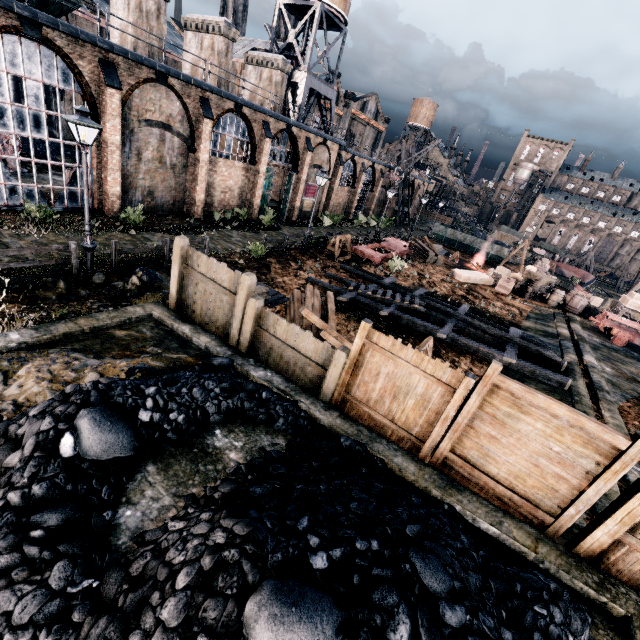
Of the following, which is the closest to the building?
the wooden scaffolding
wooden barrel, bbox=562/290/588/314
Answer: the wooden scaffolding

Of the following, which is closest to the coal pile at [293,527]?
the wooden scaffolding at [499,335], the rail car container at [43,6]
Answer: the wooden scaffolding at [499,335]

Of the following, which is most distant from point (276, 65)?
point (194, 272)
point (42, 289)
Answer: point (194, 272)

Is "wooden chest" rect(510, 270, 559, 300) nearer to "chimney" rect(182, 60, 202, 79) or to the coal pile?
the coal pile

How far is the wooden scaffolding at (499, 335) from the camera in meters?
13.3

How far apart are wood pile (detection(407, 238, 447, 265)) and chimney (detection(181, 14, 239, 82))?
22.64m

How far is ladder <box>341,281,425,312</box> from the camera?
16.48m

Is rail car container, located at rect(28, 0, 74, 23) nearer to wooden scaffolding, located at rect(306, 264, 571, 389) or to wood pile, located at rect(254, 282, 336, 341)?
wooden scaffolding, located at rect(306, 264, 571, 389)
